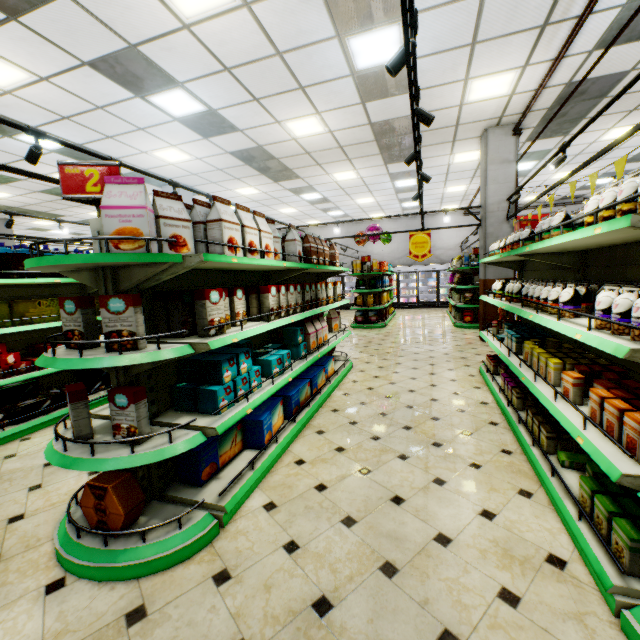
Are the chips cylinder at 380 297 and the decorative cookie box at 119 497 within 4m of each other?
no

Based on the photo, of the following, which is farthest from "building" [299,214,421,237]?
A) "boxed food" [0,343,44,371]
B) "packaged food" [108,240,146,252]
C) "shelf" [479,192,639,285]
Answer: "packaged food" [108,240,146,252]

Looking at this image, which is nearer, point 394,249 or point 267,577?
point 267,577

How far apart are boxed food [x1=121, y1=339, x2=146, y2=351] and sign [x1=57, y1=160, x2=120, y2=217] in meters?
0.6 m

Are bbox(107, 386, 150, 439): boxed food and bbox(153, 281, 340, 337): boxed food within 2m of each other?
yes

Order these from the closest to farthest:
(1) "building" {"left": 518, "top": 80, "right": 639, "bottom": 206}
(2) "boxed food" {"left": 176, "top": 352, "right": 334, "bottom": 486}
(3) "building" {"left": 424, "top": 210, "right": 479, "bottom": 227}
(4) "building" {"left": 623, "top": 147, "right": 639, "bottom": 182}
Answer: (2) "boxed food" {"left": 176, "top": 352, "right": 334, "bottom": 486}, (1) "building" {"left": 518, "top": 80, "right": 639, "bottom": 206}, (4) "building" {"left": 623, "top": 147, "right": 639, "bottom": 182}, (3) "building" {"left": 424, "top": 210, "right": 479, "bottom": 227}

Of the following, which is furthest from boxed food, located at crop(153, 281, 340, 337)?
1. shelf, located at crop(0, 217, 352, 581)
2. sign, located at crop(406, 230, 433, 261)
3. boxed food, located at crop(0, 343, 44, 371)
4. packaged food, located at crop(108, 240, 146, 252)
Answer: sign, located at crop(406, 230, 433, 261)

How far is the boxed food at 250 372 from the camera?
2.5m
